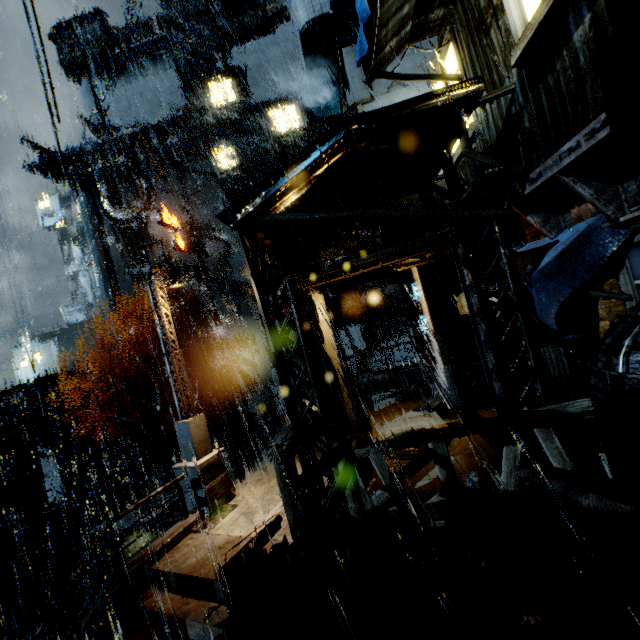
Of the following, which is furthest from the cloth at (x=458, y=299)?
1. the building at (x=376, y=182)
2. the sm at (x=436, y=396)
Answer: the sm at (x=436, y=396)

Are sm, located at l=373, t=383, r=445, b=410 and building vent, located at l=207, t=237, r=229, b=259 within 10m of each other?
no

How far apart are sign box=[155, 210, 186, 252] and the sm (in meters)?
34.35

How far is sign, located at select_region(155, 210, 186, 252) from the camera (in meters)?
38.59

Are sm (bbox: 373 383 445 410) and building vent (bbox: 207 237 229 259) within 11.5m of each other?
no

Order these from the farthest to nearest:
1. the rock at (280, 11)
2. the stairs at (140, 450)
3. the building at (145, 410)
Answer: the rock at (280, 11) → the building at (145, 410) → the stairs at (140, 450)

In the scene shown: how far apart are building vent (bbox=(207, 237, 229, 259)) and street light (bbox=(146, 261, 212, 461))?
33.3m

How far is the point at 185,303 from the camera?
42.9m
